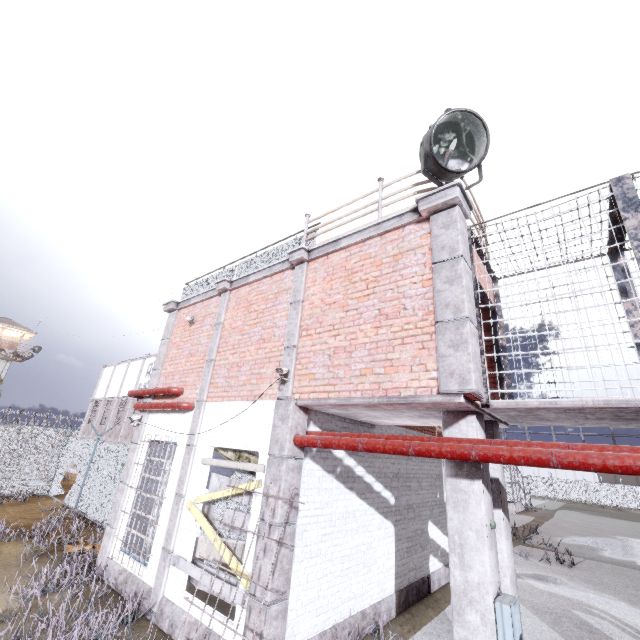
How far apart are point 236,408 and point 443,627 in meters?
6.5 m

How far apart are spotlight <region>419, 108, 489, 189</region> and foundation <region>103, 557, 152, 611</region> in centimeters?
932cm

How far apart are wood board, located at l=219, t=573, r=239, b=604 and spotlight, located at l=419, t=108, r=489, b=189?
5.9 meters

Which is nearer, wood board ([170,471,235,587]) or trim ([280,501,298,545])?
trim ([280,501,298,545])

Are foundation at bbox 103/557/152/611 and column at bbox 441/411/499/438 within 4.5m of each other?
no

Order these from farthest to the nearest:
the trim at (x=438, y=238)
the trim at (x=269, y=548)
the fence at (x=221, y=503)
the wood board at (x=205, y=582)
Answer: the fence at (x=221, y=503), the wood board at (x=205, y=582), the trim at (x=269, y=548), the trim at (x=438, y=238)

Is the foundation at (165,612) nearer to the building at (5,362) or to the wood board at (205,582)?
the wood board at (205,582)

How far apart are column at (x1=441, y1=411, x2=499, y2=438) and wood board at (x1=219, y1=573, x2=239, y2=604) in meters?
3.0 m
